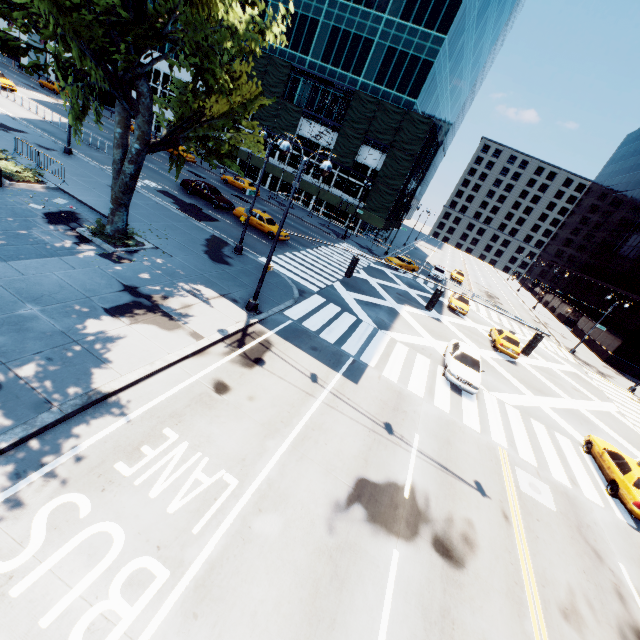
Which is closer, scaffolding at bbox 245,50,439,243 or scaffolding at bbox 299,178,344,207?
scaffolding at bbox 245,50,439,243

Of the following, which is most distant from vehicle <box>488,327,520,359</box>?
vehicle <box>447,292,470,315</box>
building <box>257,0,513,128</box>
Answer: building <box>257,0,513,128</box>

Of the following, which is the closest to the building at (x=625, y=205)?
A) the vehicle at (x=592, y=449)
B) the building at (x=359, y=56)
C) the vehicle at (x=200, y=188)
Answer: the vehicle at (x=592, y=449)

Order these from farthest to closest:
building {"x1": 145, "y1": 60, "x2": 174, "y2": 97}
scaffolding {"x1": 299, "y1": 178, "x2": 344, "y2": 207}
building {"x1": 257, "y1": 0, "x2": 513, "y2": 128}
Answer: building {"x1": 145, "y1": 60, "x2": 174, "y2": 97}
scaffolding {"x1": 299, "y1": 178, "x2": 344, "y2": 207}
building {"x1": 257, "y1": 0, "x2": 513, "y2": 128}

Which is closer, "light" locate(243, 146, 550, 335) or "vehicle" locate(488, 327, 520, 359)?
"light" locate(243, 146, 550, 335)

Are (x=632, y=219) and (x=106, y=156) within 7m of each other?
no

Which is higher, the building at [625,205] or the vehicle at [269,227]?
the building at [625,205]

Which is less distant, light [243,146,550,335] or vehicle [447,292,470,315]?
light [243,146,550,335]
